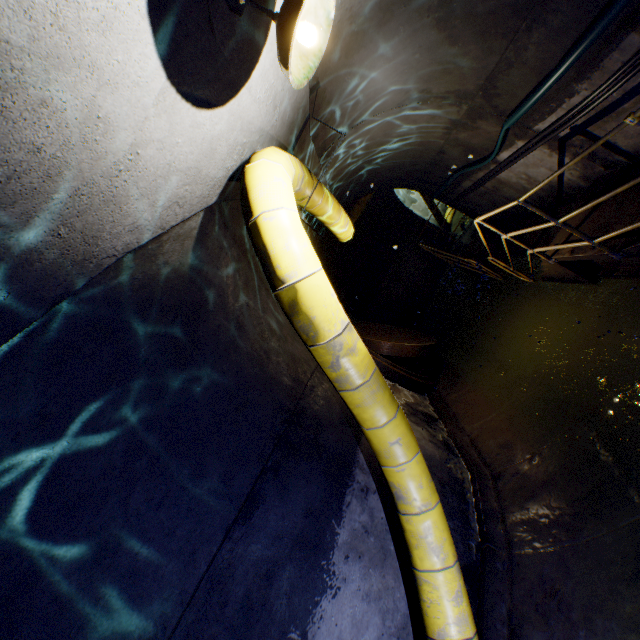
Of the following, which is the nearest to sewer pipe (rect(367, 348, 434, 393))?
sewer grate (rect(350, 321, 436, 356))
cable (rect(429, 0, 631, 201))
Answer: sewer grate (rect(350, 321, 436, 356))

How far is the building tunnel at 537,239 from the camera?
6.52m

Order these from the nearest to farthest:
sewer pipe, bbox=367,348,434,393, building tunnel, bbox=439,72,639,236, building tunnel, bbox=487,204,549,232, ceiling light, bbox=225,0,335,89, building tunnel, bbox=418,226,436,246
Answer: ceiling light, bbox=225,0,335,89
building tunnel, bbox=439,72,639,236
sewer pipe, bbox=367,348,434,393
building tunnel, bbox=487,204,549,232
building tunnel, bbox=418,226,436,246

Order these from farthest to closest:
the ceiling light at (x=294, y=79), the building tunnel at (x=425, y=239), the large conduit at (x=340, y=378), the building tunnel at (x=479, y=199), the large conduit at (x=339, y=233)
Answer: the building tunnel at (x=425, y=239), the large conduit at (x=339, y=233), the building tunnel at (x=479, y=199), the large conduit at (x=340, y=378), the ceiling light at (x=294, y=79)

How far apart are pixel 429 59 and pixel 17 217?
4.4m

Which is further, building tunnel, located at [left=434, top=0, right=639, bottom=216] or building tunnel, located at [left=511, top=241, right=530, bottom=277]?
building tunnel, located at [left=511, top=241, right=530, bottom=277]

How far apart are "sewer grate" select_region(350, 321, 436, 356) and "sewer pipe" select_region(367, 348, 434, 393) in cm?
0

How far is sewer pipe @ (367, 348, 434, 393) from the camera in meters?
6.4
